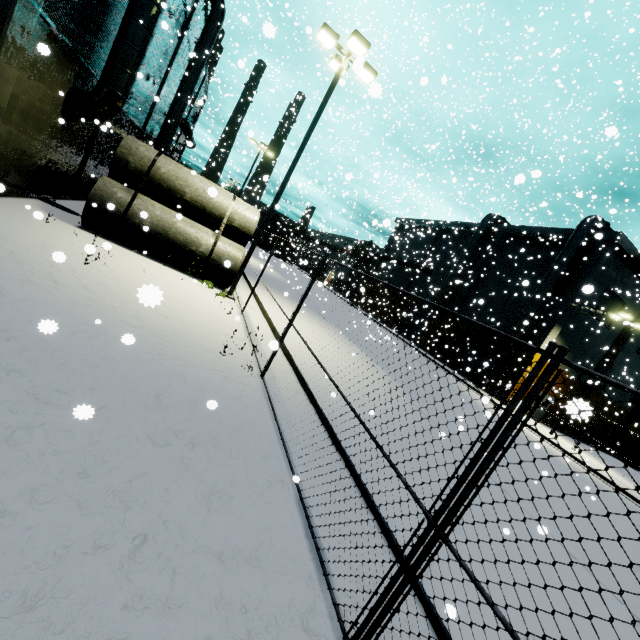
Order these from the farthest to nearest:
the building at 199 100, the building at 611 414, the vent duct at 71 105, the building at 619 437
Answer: the building at 619 437, the building at 611 414, the building at 199 100, the vent duct at 71 105

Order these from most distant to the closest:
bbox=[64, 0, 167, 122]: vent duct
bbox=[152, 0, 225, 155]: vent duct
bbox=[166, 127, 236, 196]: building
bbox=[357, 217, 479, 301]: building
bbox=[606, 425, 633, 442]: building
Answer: bbox=[357, 217, 479, 301]: building → bbox=[606, 425, 633, 442]: building → bbox=[166, 127, 236, 196]: building → bbox=[152, 0, 225, 155]: vent duct → bbox=[64, 0, 167, 122]: vent duct

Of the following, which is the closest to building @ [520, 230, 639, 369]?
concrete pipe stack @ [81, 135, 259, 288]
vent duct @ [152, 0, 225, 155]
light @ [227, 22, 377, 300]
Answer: vent duct @ [152, 0, 225, 155]

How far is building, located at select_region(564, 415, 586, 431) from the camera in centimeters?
225cm

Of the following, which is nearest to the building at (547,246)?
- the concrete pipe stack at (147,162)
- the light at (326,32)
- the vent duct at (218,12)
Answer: the vent duct at (218,12)

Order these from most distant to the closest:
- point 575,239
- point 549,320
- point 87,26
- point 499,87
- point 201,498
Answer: point 499,87
point 549,320
point 575,239
point 87,26
point 201,498
